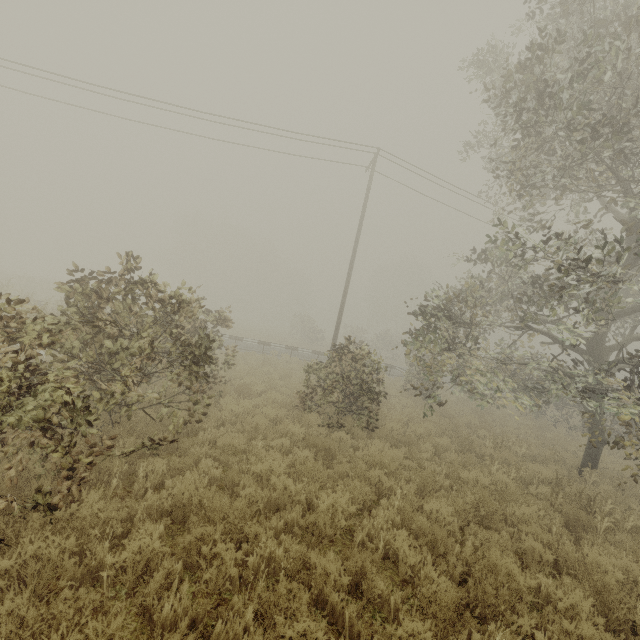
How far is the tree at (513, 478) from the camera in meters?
7.9

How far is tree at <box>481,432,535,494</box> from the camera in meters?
7.9

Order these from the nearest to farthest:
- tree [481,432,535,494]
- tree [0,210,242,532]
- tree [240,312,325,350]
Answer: tree [0,210,242,532] < tree [481,432,535,494] < tree [240,312,325,350]

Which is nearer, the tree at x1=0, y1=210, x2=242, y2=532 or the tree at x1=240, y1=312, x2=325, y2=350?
the tree at x1=0, y1=210, x2=242, y2=532

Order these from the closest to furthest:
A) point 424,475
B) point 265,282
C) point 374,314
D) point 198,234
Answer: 1. point 424,475
2. point 198,234
3. point 374,314
4. point 265,282

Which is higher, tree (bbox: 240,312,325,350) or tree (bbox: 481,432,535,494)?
tree (bbox: 240,312,325,350)
